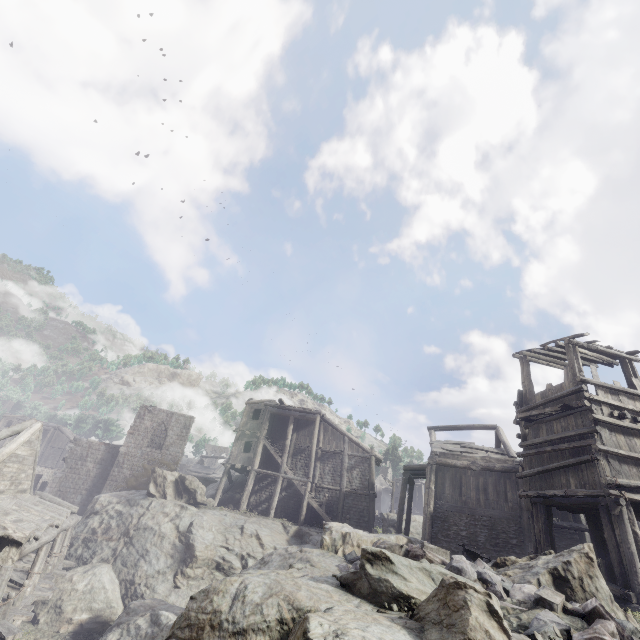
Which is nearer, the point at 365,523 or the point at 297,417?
the point at 365,523

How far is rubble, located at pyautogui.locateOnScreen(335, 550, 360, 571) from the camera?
6.6 meters

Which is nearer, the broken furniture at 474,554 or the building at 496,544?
the building at 496,544

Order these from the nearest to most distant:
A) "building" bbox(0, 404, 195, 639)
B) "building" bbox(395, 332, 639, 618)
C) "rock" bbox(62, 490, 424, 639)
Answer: "rock" bbox(62, 490, 424, 639)
"building" bbox(395, 332, 639, 618)
"building" bbox(0, 404, 195, 639)

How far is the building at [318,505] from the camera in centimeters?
2561cm

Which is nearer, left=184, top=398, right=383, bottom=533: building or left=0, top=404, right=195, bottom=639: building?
left=0, top=404, right=195, bottom=639: building

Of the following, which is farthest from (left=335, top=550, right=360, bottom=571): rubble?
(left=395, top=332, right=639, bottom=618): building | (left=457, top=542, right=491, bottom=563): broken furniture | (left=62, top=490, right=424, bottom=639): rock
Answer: (left=457, top=542, right=491, bottom=563): broken furniture

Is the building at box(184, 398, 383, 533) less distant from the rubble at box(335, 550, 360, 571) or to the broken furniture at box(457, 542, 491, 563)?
the broken furniture at box(457, 542, 491, 563)
